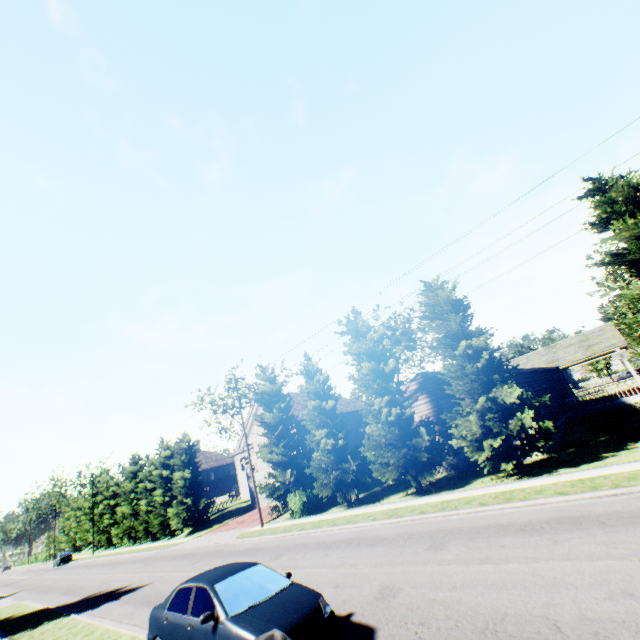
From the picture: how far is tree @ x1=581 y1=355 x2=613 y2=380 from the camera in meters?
36.6 m

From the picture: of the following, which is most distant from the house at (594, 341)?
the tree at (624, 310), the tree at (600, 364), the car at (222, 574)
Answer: the car at (222, 574)

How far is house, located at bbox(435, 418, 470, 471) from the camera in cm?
2012

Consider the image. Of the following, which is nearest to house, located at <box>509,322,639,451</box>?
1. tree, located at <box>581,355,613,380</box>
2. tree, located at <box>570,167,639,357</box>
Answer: tree, located at <box>570,167,639,357</box>

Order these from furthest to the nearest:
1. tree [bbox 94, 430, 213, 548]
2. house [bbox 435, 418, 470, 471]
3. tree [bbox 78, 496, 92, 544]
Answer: tree [bbox 78, 496, 92, 544], tree [bbox 94, 430, 213, 548], house [bbox 435, 418, 470, 471]

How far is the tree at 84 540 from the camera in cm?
5610

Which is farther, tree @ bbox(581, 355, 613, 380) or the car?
tree @ bbox(581, 355, 613, 380)

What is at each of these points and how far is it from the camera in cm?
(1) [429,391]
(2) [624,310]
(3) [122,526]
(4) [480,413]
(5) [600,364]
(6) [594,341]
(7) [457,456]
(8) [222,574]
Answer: (1) house, 2202
(2) tree, 3622
(3) tree, 4506
(4) tree, 1570
(5) tree, 3675
(6) house, 2539
(7) house, 2027
(8) car, 706
